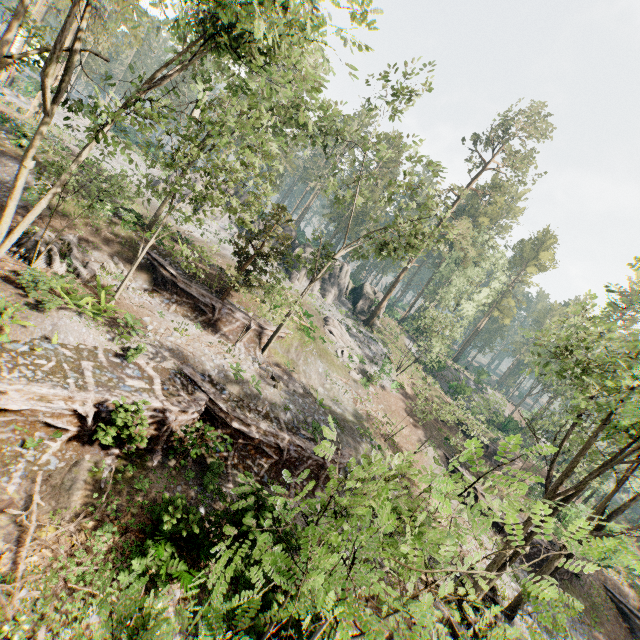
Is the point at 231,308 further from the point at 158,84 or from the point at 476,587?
the point at 476,587

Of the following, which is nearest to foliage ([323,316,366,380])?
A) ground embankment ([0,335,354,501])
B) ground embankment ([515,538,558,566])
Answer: ground embankment ([0,335,354,501])

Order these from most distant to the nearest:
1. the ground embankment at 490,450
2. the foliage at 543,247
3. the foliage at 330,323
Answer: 1. the foliage at 543,247
2. the ground embankment at 490,450
3. the foliage at 330,323

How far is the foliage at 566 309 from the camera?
13.9 meters

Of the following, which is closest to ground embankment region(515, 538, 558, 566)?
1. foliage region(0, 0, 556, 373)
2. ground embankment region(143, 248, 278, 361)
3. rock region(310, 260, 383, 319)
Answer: foliage region(0, 0, 556, 373)

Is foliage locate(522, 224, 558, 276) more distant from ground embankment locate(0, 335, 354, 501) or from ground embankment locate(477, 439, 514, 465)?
ground embankment locate(477, 439, 514, 465)

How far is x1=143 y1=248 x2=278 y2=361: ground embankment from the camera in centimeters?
2127cm

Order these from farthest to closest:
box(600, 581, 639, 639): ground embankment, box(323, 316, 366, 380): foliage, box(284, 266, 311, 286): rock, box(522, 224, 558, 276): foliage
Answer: box(522, 224, 558, 276): foliage → box(284, 266, 311, 286): rock → box(323, 316, 366, 380): foliage → box(600, 581, 639, 639): ground embankment
